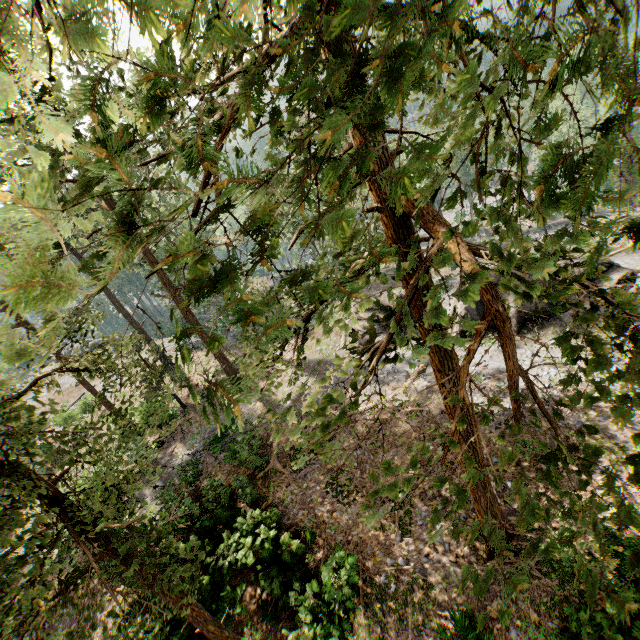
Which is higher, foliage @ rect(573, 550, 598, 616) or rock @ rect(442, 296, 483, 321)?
foliage @ rect(573, 550, 598, 616)

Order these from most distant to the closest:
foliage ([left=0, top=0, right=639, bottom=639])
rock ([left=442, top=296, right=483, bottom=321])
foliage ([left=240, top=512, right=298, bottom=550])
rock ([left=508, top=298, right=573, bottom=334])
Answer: rock ([left=442, top=296, right=483, bottom=321]) → rock ([left=508, top=298, right=573, bottom=334]) → foliage ([left=240, top=512, right=298, bottom=550]) → foliage ([left=0, top=0, right=639, bottom=639])

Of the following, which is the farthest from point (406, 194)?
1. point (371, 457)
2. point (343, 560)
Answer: point (371, 457)

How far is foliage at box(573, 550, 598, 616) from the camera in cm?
230

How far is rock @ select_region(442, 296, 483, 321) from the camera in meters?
20.2 m

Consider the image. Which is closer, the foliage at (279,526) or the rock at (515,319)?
the foliage at (279,526)
